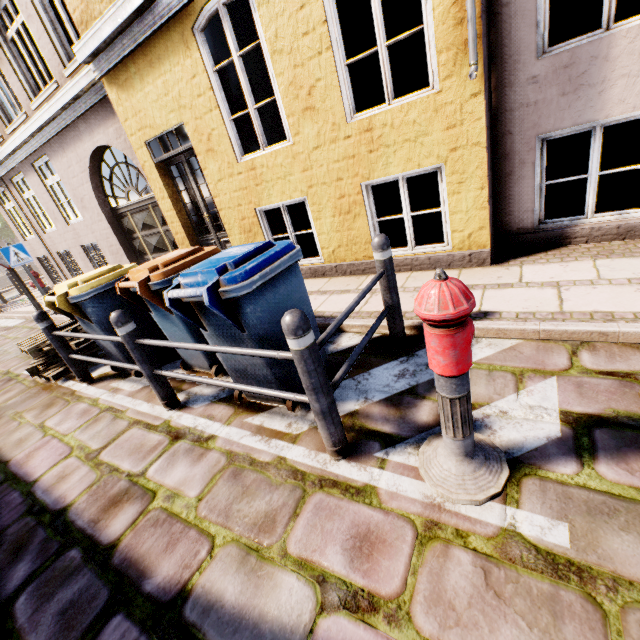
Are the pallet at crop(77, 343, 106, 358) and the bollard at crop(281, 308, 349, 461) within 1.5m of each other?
no

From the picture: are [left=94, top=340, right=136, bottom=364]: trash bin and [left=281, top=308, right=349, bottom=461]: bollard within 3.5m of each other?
yes

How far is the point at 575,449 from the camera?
1.8 meters

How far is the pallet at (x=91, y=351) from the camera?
5.03m

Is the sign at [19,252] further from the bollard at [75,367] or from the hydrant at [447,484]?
the hydrant at [447,484]

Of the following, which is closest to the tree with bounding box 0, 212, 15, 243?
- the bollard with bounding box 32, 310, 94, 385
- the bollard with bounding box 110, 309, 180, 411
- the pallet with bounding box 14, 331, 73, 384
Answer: the pallet with bounding box 14, 331, 73, 384

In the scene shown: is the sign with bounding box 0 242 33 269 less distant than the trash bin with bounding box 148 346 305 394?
No

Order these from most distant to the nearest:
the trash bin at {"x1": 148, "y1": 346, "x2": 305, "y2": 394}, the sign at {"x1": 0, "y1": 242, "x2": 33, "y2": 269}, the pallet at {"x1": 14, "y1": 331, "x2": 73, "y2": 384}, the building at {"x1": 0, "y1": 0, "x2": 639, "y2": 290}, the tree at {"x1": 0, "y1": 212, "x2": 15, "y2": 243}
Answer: the tree at {"x1": 0, "y1": 212, "x2": 15, "y2": 243} → the sign at {"x1": 0, "y1": 242, "x2": 33, "y2": 269} → the pallet at {"x1": 14, "y1": 331, "x2": 73, "y2": 384} → the building at {"x1": 0, "y1": 0, "x2": 639, "y2": 290} → the trash bin at {"x1": 148, "y1": 346, "x2": 305, "y2": 394}
